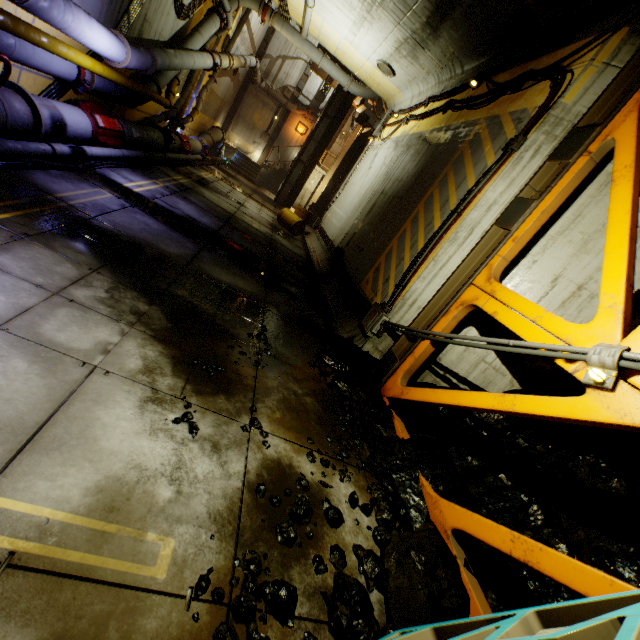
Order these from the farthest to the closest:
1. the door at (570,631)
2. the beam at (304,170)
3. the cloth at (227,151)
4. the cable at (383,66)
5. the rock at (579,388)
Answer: the cloth at (227,151)
the beam at (304,170)
the cable at (383,66)
the rock at (579,388)
the door at (570,631)

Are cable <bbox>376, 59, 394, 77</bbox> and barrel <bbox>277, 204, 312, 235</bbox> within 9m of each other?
yes

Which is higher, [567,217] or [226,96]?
[567,217]

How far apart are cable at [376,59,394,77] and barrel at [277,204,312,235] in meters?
5.9

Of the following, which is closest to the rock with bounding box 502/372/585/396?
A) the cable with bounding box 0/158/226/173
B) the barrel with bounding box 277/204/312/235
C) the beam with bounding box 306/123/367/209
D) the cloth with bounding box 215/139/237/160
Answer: the cable with bounding box 0/158/226/173

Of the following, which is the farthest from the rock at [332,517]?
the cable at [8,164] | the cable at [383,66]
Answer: the cable at [383,66]

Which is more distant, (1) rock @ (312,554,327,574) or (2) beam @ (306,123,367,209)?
(2) beam @ (306,123,367,209)

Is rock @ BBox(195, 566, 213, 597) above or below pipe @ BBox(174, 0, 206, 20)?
below
